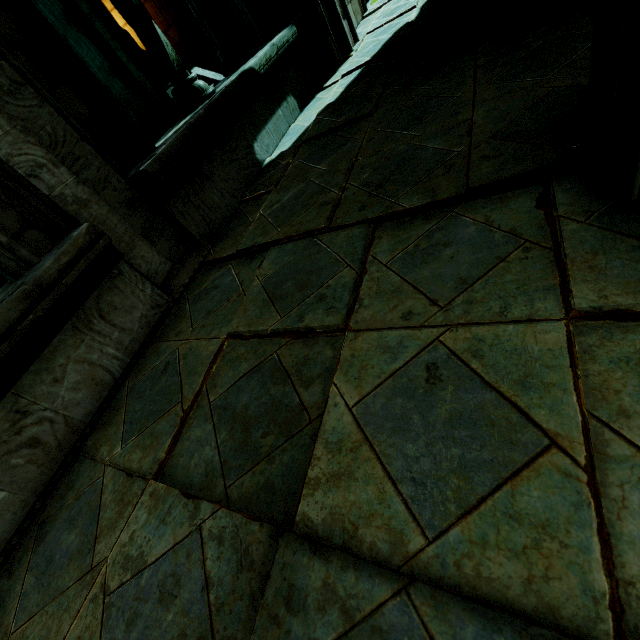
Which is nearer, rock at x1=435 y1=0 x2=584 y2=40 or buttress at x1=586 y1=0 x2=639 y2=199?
buttress at x1=586 y1=0 x2=639 y2=199

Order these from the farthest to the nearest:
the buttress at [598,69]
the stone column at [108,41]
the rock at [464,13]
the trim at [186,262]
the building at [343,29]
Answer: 1. the stone column at [108,41]
2. the building at [343,29]
3. the rock at [464,13]
4. the trim at [186,262]
5. the buttress at [598,69]

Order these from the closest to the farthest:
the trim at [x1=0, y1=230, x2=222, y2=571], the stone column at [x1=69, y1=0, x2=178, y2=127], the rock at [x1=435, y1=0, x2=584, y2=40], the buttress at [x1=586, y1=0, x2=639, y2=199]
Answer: the buttress at [x1=586, y1=0, x2=639, y2=199] → the trim at [x1=0, y1=230, x2=222, y2=571] → the rock at [x1=435, y1=0, x2=584, y2=40] → the stone column at [x1=69, y1=0, x2=178, y2=127]

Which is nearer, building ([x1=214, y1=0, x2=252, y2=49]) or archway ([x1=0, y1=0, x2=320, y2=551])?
archway ([x1=0, y1=0, x2=320, y2=551])

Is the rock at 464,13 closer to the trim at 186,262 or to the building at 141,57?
the building at 141,57

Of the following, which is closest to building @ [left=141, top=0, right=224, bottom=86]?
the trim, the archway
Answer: the archway

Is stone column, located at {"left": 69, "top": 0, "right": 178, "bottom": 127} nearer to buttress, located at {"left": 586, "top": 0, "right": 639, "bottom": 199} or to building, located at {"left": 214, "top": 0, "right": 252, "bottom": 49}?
building, located at {"left": 214, "top": 0, "right": 252, "bottom": 49}

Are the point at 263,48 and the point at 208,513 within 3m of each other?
no
